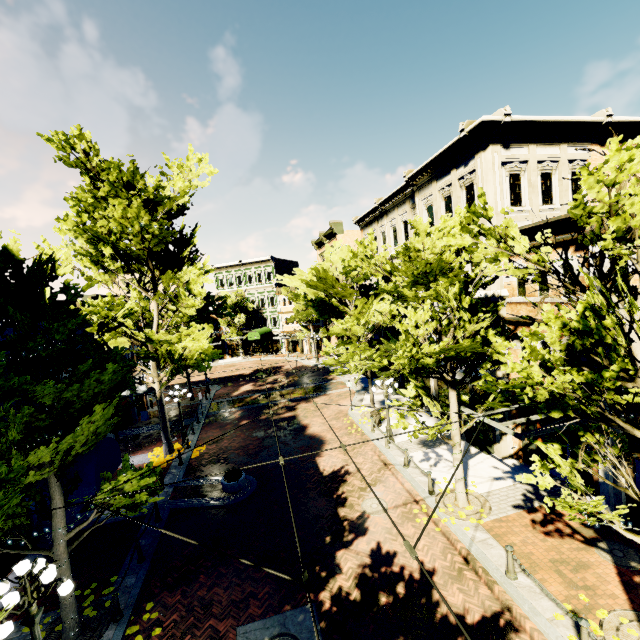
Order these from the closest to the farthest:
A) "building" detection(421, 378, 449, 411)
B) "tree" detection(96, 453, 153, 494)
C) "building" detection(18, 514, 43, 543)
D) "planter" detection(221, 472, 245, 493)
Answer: "tree" detection(96, 453, 153, 494)
"building" detection(18, 514, 43, 543)
"planter" detection(221, 472, 245, 493)
"building" detection(421, 378, 449, 411)

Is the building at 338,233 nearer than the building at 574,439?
No

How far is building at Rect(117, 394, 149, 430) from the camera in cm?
2319

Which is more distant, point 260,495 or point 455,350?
point 260,495

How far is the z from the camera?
30.4 meters

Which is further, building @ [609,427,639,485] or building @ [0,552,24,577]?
building @ [0,552,24,577]

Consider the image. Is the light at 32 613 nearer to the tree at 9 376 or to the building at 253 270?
the tree at 9 376

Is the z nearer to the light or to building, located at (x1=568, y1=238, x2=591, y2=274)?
building, located at (x1=568, y1=238, x2=591, y2=274)
